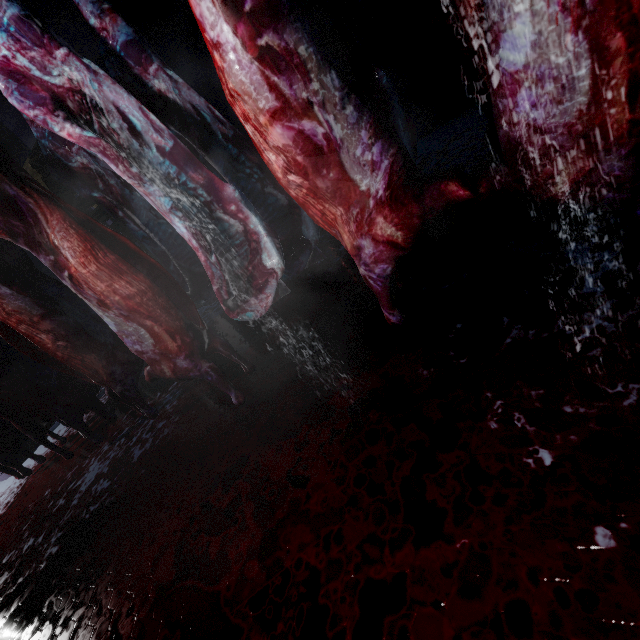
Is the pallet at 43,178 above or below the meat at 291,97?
above

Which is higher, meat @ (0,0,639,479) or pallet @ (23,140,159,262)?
pallet @ (23,140,159,262)

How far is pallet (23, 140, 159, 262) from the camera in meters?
3.7 m

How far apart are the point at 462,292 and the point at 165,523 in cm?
183

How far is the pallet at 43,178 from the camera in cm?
373

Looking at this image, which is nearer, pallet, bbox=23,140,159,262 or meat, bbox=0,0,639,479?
meat, bbox=0,0,639,479
